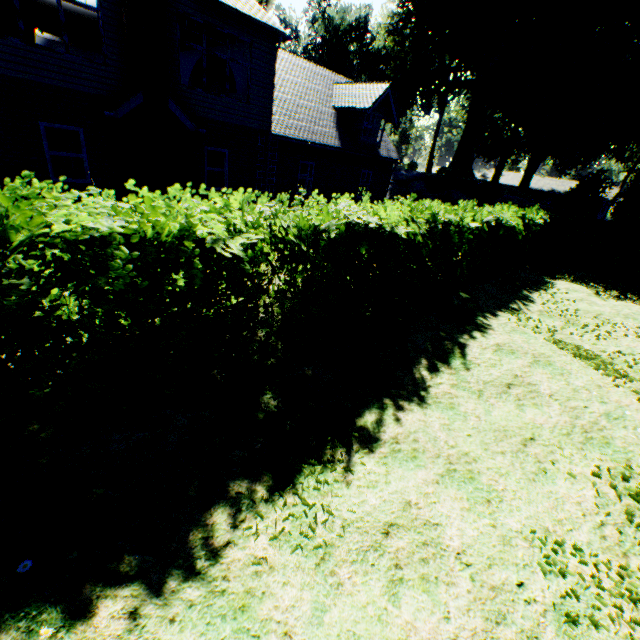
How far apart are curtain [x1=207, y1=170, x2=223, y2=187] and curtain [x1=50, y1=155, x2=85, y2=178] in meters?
3.9 m

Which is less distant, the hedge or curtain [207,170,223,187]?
the hedge

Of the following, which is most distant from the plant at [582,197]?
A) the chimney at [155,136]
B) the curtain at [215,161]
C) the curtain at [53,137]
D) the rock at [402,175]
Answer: the curtain at [53,137]

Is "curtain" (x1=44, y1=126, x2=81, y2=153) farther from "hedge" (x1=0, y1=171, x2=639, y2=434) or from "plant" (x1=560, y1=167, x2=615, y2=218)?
"plant" (x1=560, y1=167, x2=615, y2=218)

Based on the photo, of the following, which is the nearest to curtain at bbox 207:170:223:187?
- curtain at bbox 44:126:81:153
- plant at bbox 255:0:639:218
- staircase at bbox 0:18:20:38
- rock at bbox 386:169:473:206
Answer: curtain at bbox 44:126:81:153

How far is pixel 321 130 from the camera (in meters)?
16.62

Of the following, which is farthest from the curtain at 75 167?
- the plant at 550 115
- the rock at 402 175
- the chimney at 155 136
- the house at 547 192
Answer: the house at 547 192
